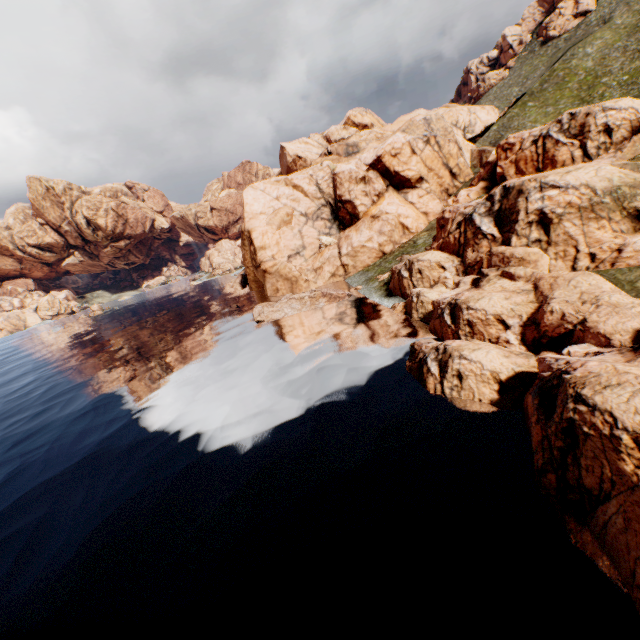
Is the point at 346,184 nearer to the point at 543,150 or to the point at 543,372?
the point at 543,150
